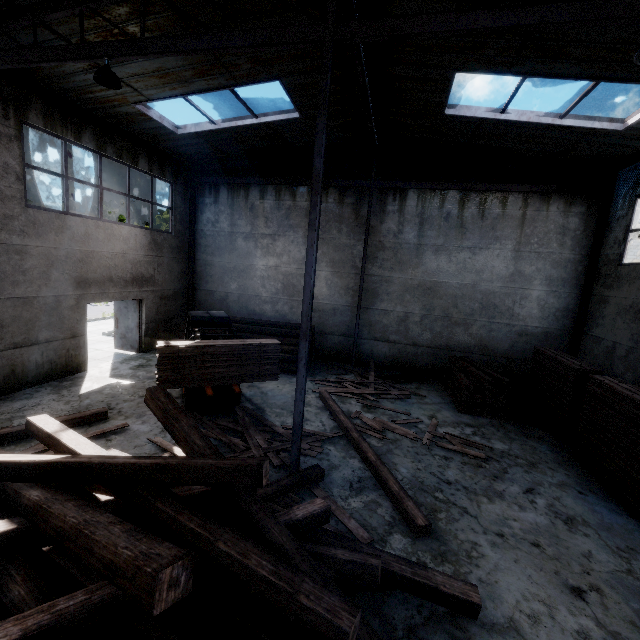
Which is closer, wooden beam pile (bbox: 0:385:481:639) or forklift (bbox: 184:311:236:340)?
wooden beam pile (bbox: 0:385:481:639)

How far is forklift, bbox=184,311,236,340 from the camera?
8.1 meters

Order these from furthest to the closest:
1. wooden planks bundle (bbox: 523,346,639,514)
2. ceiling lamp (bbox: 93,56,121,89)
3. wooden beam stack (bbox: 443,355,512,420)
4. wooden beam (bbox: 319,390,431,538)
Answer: wooden beam stack (bbox: 443,355,512,420) → wooden planks bundle (bbox: 523,346,639,514) → ceiling lamp (bbox: 93,56,121,89) → wooden beam (bbox: 319,390,431,538)

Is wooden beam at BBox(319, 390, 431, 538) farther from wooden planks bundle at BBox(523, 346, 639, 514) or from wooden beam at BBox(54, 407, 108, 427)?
wooden beam at BBox(54, 407, 108, 427)

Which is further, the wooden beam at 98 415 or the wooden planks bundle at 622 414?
the wooden beam at 98 415

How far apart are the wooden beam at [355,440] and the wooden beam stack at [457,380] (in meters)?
3.73

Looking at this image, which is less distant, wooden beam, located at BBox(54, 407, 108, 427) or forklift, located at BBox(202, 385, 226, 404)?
wooden beam, located at BBox(54, 407, 108, 427)

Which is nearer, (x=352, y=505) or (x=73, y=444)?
(x=73, y=444)
